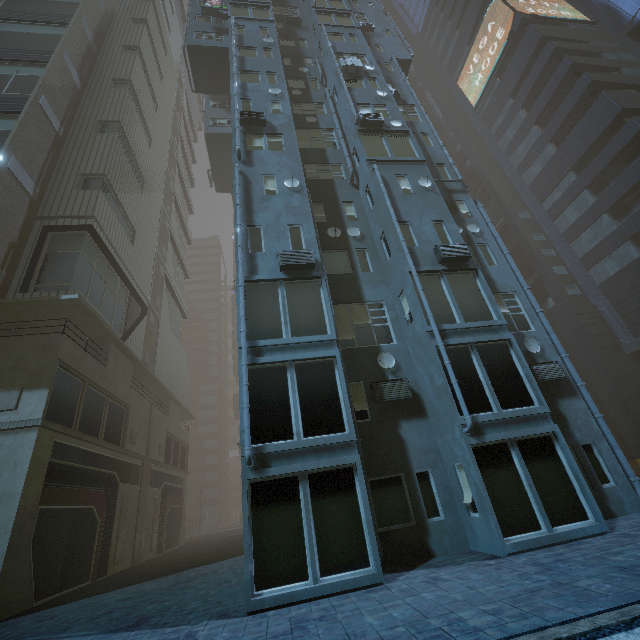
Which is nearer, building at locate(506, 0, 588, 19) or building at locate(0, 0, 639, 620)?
building at locate(0, 0, 639, 620)

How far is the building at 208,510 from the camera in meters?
57.7 m

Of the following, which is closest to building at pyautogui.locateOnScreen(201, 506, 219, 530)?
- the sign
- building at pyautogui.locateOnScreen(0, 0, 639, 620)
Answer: building at pyautogui.locateOnScreen(0, 0, 639, 620)

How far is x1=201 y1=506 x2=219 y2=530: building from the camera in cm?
5768

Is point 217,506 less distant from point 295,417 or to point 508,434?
point 295,417

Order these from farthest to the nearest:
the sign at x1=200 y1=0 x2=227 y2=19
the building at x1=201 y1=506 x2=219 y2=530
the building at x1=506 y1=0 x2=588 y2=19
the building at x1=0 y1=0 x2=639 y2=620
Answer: the building at x1=201 y1=506 x2=219 y2=530 → the building at x1=506 y1=0 x2=588 y2=19 → the sign at x1=200 y1=0 x2=227 y2=19 → the building at x1=0 y1=0 x2=639 y2=620

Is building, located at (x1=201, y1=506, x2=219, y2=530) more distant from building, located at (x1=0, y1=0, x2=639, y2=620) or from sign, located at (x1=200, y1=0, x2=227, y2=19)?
sign, located at (x1=200, y1=0, x2=227, y2=19)

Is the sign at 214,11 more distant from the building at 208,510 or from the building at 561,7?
the building at 208,510
